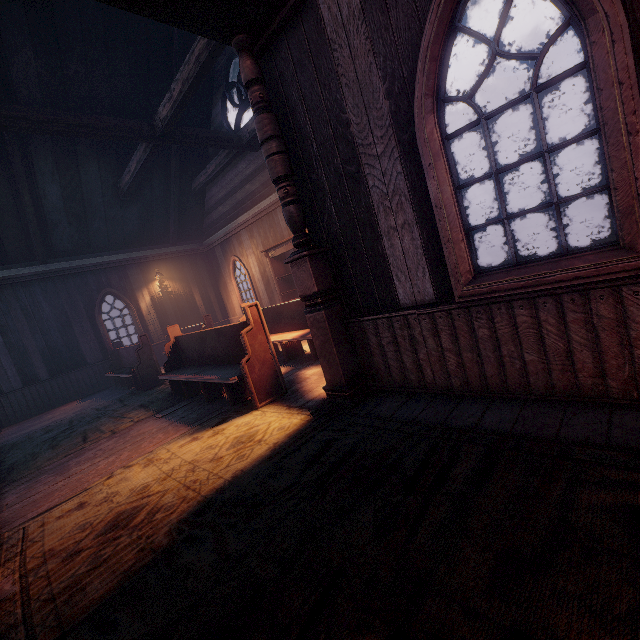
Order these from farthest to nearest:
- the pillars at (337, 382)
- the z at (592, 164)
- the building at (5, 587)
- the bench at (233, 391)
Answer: the z at (592, 164) → the bench at (233, 391) → the pillars at (337, 382) → the building at (5, 587)

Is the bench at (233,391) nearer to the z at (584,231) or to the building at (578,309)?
the building at (578,309)

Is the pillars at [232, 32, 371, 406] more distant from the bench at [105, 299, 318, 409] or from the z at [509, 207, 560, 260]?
the z at [509, 207, 560, 260]

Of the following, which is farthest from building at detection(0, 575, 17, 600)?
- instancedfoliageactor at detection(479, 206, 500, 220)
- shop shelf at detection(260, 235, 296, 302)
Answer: instancedfoliageactor at detection(479, 206, 500, 220)

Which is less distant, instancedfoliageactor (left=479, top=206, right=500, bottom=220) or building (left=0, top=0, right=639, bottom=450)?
building (left=0, top=0, right=639, bottom=450)

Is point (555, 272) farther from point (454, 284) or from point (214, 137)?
point (214, 137)

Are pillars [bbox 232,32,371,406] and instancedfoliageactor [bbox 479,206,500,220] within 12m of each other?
no

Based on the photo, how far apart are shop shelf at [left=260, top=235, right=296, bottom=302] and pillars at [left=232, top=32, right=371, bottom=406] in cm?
494
